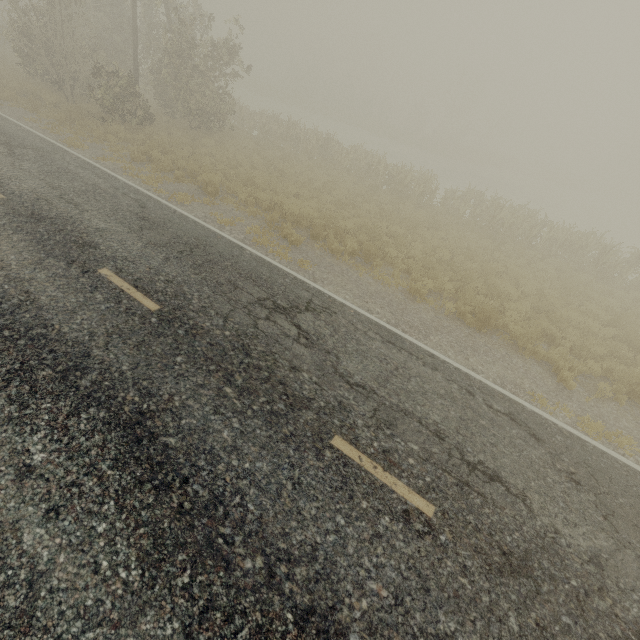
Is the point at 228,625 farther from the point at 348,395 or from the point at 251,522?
the point at 348,395
